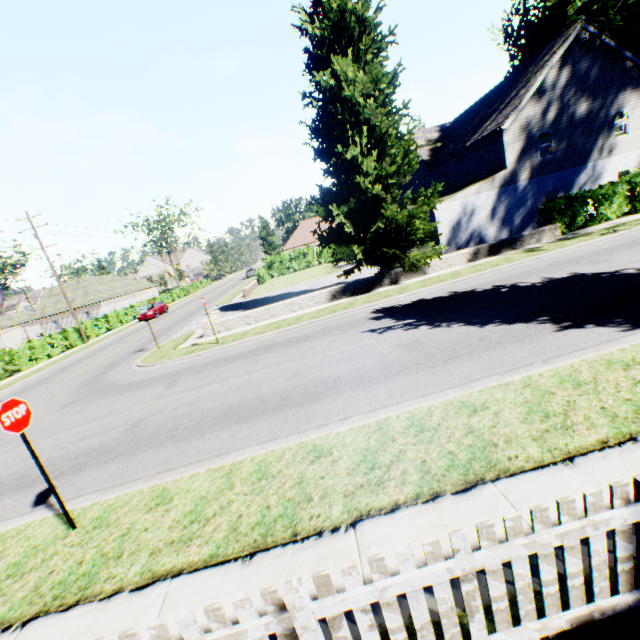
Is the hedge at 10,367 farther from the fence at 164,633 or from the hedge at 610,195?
the fence at 164,633

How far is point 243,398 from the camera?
8.5 meters

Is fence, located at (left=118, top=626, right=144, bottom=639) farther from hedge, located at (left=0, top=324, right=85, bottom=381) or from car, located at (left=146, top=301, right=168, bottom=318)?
car, located at (left=146, top=301, right=168, bottom=318)

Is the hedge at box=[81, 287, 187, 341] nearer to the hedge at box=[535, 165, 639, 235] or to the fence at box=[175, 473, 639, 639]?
the hedge at box=[535, 165, 639, 235]

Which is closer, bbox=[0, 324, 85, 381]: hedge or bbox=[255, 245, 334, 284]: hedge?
bbox=[0, 324, 85, 381]: hedge

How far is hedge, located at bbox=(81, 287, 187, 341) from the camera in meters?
31.5 m

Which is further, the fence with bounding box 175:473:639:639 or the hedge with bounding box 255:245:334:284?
the hedge with bounding box 255:245:334:284

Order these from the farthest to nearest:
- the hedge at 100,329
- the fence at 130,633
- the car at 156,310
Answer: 1. the car at 156,310
2. the hedge at 100,329
3. the fence at 130,633
